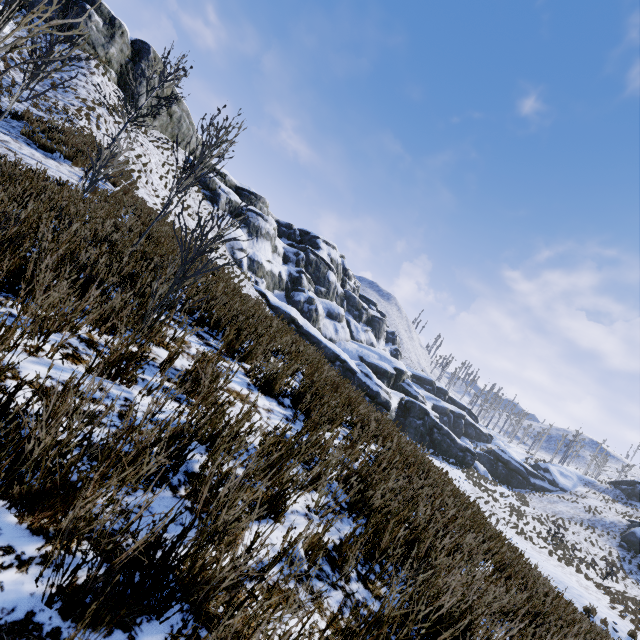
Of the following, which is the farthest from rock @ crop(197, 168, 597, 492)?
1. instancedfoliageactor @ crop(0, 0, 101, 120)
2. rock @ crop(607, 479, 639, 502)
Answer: rock @ crop(607, 479, 639, 502)

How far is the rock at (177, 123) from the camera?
30.52m

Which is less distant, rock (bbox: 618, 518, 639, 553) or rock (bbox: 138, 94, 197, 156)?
rock (bbox: 138, 94, 197, 156)

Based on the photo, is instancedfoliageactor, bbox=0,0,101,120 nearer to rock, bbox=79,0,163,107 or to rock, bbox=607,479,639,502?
rock, bbox=79,0,163,107

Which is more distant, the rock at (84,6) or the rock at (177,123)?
the rock at (177,123)

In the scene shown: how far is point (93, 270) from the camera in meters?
2.5

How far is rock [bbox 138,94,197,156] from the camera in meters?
30.5
